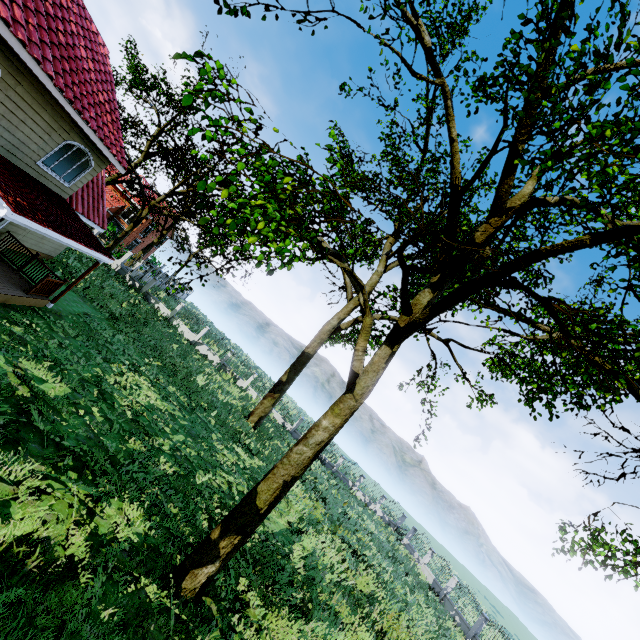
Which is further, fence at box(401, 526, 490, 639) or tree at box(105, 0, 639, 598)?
fence at box(401, 526, 490, 639)

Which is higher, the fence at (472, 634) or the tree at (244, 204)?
the tree at (244, 204)

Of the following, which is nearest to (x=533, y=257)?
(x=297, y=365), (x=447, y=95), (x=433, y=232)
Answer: (x=433, y=232)

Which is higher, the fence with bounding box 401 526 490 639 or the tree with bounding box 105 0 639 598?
the tree with bounding box 105 0 639 598

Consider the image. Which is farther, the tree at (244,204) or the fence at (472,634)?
the fence at (472,634)
